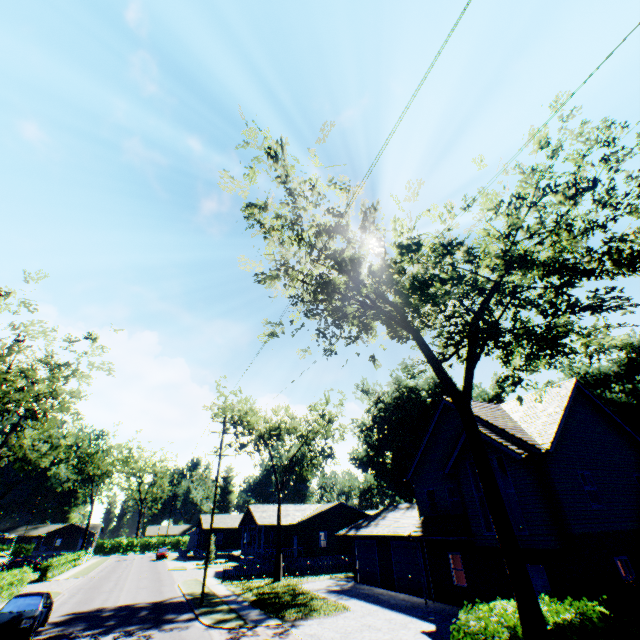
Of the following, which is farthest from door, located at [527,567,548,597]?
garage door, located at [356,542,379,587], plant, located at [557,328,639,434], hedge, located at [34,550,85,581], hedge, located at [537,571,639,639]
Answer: hedge, located at [34,550,85,581]

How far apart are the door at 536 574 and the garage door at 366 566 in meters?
12.9 m

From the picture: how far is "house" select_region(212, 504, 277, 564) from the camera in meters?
Result: 37.1

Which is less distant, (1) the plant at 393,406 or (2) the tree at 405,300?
(2) the tree at 405,300

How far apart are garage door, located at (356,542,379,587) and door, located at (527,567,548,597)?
12.9m

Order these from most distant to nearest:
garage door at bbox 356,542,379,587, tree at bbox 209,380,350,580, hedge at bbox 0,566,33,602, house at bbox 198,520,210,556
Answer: house at bbox 198,520,210,556 < tree at bbox 209,380,350,580 < garage door at bbox 356,542,379,587 < hedge at bbox 0,566,33,602

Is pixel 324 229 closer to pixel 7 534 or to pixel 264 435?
pixel 264 435

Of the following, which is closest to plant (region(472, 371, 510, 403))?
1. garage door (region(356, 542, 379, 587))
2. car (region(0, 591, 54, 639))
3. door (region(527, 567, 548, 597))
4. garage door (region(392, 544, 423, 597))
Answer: garage door (region(356, 542, 379, 587))
